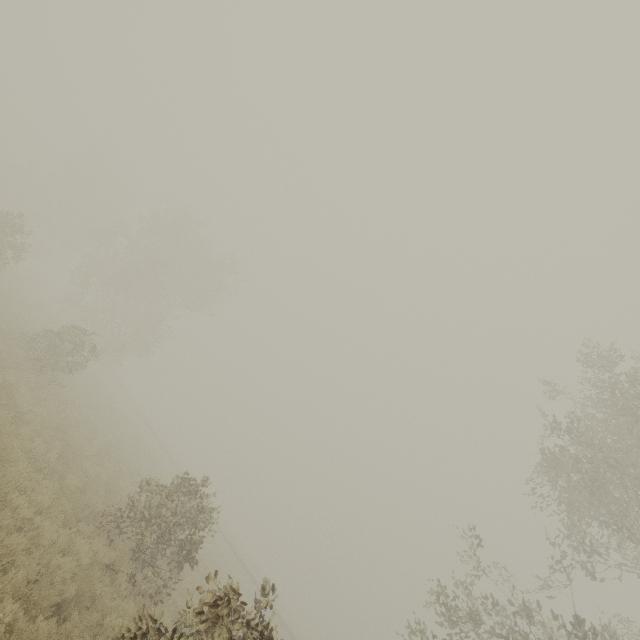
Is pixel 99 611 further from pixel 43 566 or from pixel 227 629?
pixel 227 629
